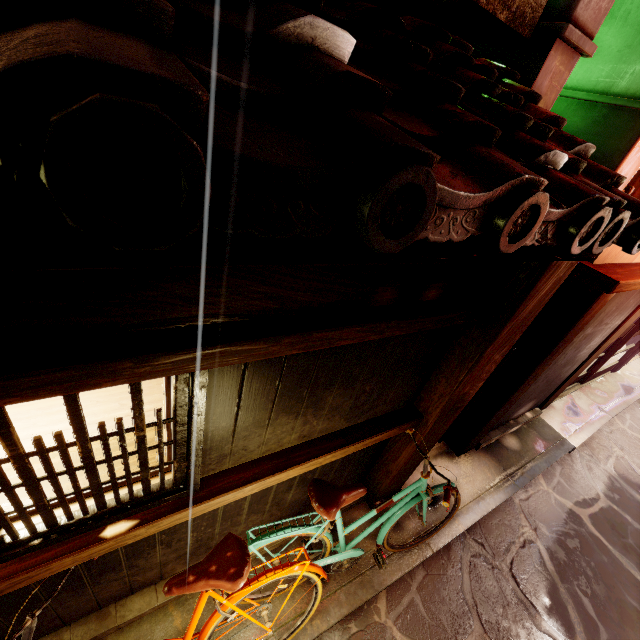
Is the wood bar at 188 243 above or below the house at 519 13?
below

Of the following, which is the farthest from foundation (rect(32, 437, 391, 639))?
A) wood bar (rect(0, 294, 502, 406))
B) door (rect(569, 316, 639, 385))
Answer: door (rect(569, 316, 639, 385))

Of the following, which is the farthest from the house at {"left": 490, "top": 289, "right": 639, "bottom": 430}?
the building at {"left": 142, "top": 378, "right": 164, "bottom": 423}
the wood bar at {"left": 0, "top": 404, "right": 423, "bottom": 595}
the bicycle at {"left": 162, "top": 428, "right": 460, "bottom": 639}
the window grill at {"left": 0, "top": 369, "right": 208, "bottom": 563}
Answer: the window grill at {"left": 0, "top": 369, "right": 208, "bottom": 563}

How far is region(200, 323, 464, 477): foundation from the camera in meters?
3.0

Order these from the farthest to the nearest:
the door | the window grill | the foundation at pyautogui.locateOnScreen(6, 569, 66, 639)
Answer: the door, the foundation at pyautogui.locateOnScreen(6, 569, 66, 639), the window grill

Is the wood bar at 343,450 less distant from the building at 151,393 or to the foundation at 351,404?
the foundation at 351,404

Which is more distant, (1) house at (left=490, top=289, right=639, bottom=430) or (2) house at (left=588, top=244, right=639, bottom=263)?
(1) house at (left=490, top=289, right=639, bottom=430)

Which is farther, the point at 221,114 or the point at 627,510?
the point at 627,510
